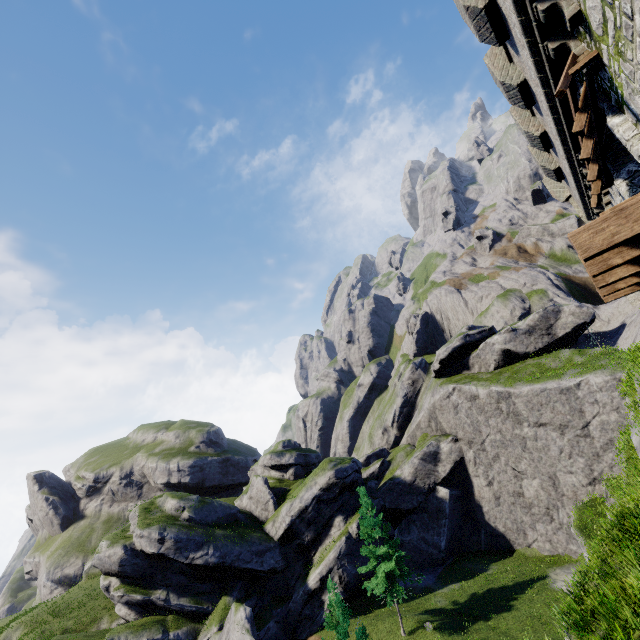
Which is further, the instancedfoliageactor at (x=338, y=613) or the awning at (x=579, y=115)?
the instancedfoliageactor at (x=338, y=613)

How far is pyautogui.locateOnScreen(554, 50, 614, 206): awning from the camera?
5.93m

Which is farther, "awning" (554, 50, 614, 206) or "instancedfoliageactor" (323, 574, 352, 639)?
"instancedfoliageactor" (323, 574, 352, 639)

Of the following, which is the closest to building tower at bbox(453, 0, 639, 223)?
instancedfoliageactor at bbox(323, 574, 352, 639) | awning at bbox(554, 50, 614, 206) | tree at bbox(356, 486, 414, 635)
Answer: awning at bbox(554, 50, 614, 206)

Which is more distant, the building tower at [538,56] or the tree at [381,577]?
the tree at [381,577]

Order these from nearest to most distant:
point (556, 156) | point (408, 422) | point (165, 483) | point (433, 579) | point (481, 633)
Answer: point (556, 156)
point (481, 633)
point (433, 579)
point (408, 422)
point (165, 483)

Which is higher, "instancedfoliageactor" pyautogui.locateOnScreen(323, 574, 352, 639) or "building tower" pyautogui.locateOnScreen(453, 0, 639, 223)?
"building tower" pyautogui.locateOnScreen(453, 0, 639, 223)
